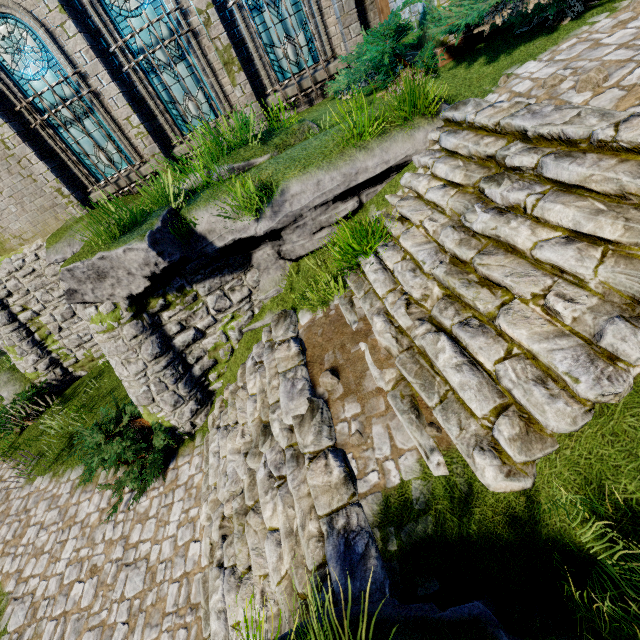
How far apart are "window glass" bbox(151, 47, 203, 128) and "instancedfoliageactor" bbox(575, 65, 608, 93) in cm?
830

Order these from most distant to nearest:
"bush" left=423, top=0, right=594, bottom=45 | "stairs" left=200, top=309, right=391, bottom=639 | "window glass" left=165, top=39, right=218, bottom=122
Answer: "window glass" left=165, top=39, right=218, bottom=122 → "bush" left=423, top=0, right=594, bottom=45 → "stairs" left=200, top=309, right=391, bottom=639

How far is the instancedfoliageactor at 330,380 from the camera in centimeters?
454cm

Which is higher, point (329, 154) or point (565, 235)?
point (329, 154)

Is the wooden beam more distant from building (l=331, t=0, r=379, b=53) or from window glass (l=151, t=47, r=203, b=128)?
window glass (l=151, t=47, r=203, b=128)

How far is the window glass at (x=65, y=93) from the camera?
8.2 meters

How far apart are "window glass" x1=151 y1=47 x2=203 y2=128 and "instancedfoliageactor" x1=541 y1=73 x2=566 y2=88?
7.9m

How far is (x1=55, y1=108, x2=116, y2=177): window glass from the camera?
8.6m
